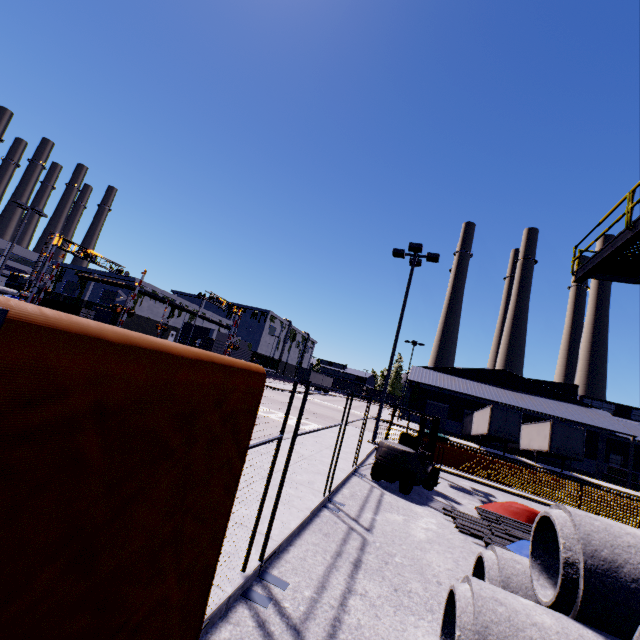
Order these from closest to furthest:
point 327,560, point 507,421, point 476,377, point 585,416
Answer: point 327,560 → point 507,421 → point 585,416 → point 476,377

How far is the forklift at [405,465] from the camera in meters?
8.7

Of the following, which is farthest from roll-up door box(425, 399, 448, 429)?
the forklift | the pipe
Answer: the pipe

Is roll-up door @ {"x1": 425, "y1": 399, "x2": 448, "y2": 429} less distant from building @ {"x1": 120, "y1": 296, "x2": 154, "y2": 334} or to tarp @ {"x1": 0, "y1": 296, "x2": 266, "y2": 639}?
building @ {"x1": 120, "y1": 296, "x2": 154, "y2": 334}

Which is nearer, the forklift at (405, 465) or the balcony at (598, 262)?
the balcony at (598, 262)

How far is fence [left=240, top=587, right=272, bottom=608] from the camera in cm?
327

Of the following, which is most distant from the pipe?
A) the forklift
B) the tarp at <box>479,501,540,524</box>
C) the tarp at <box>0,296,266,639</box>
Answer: the tarp at <box>0,296,266,639</box>

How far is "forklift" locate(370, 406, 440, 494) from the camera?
8.7m
